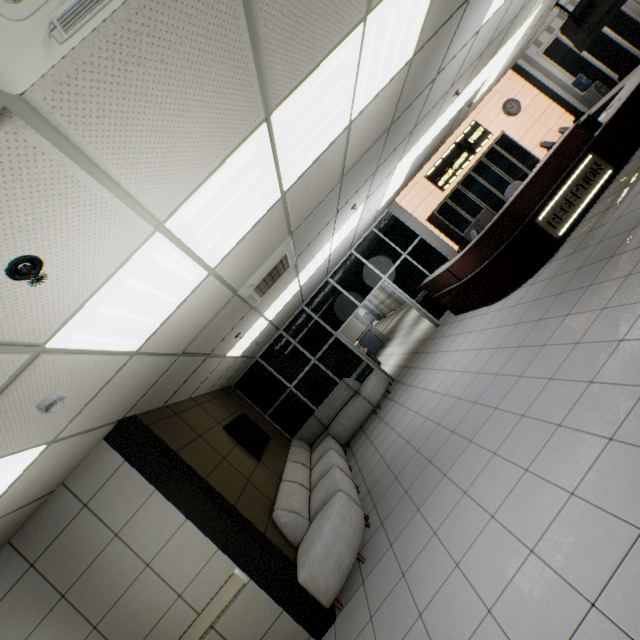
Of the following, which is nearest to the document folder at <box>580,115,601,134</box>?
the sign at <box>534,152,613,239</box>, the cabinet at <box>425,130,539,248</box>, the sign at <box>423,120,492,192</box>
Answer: the sign at <box>534,152,613,239</box>

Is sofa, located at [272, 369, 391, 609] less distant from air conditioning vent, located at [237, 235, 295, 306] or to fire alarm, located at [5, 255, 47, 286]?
air conditioning vent, located at [237, 235, 295, 306]

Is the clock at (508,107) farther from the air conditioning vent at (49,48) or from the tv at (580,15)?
the air conditioning vent at (49,48)

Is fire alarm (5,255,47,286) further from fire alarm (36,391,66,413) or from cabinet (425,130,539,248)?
cabinet (425,130,539,248)

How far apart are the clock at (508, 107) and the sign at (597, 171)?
5.0m

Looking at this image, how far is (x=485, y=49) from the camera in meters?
5.6

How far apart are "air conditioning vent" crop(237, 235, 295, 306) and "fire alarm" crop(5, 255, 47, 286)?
2.56m

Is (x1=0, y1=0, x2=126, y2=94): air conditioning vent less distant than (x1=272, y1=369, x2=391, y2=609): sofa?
Yes
